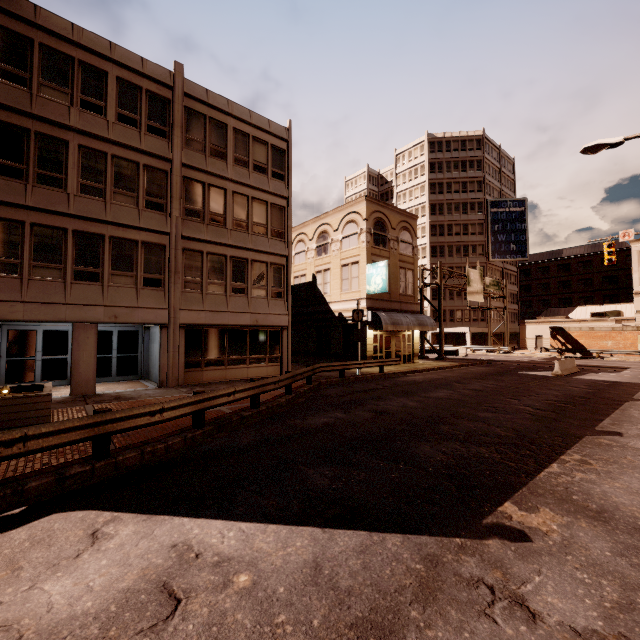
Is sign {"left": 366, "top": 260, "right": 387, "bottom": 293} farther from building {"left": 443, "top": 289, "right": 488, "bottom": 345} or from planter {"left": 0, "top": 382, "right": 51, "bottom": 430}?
building {"left": 443, "top": 289, "right": 488, "bottom": 345}

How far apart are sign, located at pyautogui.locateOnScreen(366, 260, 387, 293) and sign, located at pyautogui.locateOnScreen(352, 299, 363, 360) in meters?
3.5

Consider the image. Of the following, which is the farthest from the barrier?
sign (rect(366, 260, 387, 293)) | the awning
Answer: sign (rect(366, 260, 387, 293))

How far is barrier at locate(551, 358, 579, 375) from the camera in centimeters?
2077cm

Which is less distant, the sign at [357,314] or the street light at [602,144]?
the street light at [602,144]

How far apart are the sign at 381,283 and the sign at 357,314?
3.5 meters

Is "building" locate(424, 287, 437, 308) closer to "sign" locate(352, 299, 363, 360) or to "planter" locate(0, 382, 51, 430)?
"sign" locate(352, 299, 363, 360)

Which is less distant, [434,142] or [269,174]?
[269,174]
